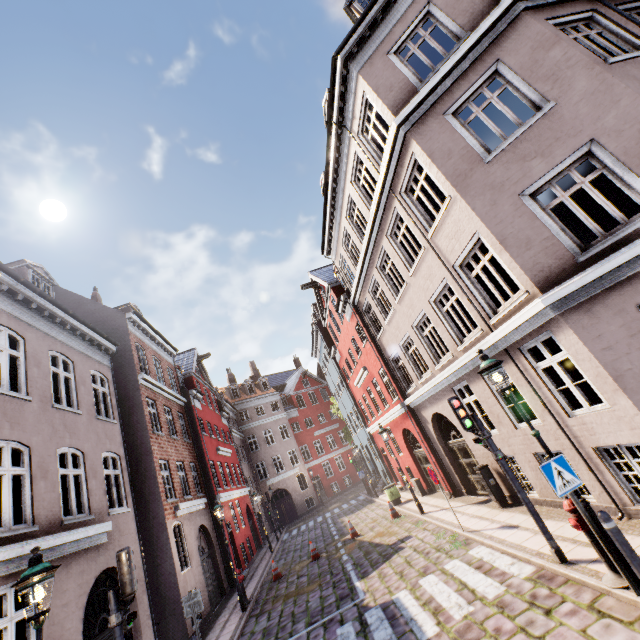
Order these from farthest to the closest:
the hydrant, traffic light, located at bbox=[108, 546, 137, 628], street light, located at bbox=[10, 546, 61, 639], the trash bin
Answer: the trash bin, traffic light, located at bbox=[108, 546, 137, 628], the hydrant, street light, located at bbox=[10, 546, 61, 639]

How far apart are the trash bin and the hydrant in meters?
13.6 m

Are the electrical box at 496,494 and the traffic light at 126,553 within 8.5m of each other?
no

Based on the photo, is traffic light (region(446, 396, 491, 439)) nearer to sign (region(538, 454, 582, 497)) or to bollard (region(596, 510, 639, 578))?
sign (region(538, 454, 582, 497))

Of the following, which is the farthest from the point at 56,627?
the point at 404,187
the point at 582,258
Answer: the point at 404,187

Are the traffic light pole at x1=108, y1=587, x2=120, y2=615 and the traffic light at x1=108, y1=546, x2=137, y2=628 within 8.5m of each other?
yes

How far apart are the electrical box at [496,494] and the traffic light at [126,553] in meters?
9.8 m

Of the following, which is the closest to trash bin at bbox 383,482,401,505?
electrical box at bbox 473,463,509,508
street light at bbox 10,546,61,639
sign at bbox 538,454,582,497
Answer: electrical box at bbox 473,463,509,508
